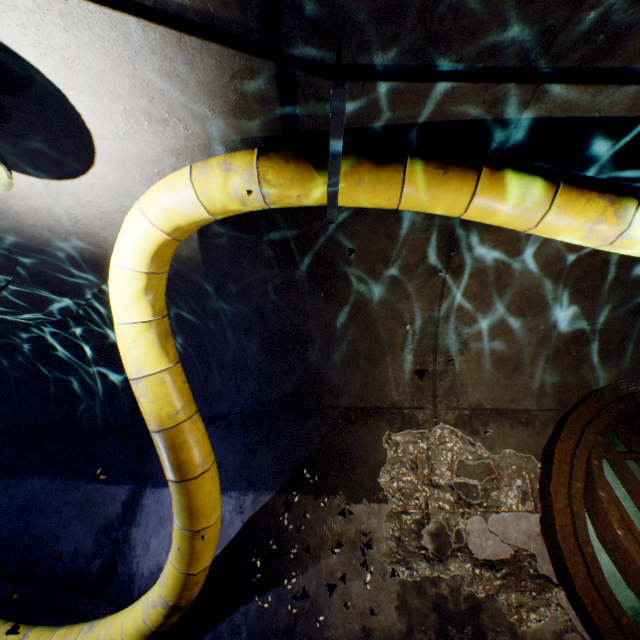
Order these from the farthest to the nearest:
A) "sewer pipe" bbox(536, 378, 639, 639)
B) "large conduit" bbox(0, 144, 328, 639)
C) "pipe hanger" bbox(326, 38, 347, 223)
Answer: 1. "sewer pipe" bbox(536, 378, 639, 639)
2. "large conduit" bbox(0, 144, 328, 639)
3. "pipe hanger" bbox(326, 38, 347, 223)

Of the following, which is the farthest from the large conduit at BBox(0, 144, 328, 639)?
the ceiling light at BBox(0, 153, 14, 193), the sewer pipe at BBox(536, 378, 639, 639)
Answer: the sewer pipe at BBox(536, 378, 639, 639)

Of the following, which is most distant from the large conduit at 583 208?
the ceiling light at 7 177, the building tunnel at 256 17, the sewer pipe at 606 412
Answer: the sewer pipe at 606 412

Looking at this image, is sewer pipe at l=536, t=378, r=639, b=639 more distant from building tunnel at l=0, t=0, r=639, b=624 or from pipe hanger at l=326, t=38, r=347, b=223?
pipe hanger at l=326, t=38, r=347, b=223

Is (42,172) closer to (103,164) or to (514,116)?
(103,164)

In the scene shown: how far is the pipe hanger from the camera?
1.7 meters

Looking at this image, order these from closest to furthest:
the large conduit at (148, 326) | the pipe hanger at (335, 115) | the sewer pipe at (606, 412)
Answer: the pipe hanger at (335, 115)
the large conduit at (148, 326)
the sewer pipe at (606, 412)

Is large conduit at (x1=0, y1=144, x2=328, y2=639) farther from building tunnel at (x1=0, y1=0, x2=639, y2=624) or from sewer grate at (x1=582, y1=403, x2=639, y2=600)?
sewer grate at (x1=582, y1=403, x2=639, y2=600)
